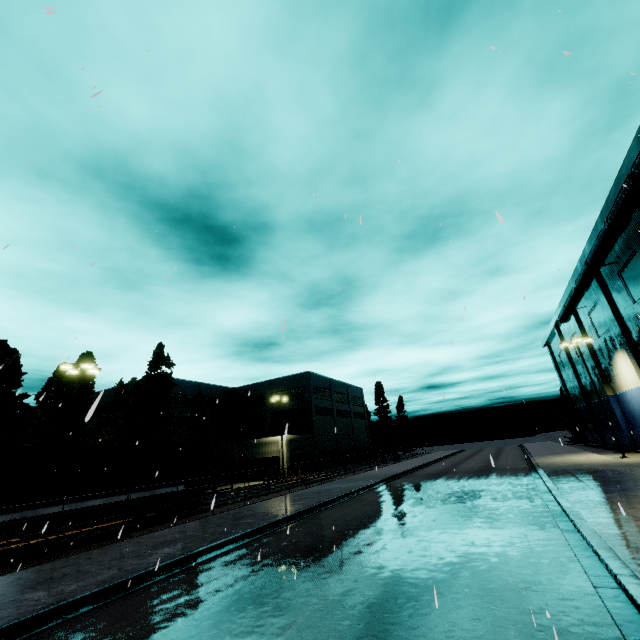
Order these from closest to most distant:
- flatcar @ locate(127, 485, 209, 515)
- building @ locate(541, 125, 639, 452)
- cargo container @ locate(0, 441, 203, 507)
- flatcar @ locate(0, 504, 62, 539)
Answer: flatcar @ locate(0, 504, 62, 539), cargo container @ locate(0, 441, 203, 507), flatcar @ locate(127, 485, 209, 515), building @ locate(541, 125, 639, 452)

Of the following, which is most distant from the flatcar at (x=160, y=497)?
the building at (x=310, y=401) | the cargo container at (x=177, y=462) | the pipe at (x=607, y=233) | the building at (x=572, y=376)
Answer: the pipe at (x=607, y=233)

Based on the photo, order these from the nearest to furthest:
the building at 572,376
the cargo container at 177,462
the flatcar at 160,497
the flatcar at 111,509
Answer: the cargo container at 177,462 < the flatcar at 111,509 < the flatcar at 160,497 < the building at 572,376

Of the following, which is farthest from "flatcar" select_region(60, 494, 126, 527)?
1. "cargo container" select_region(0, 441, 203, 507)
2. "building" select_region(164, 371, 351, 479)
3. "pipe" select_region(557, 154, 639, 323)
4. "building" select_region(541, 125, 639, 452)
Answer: "pipe" select_region(557, 154, 639, 323)

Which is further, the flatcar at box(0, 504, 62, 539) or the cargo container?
the cargo container

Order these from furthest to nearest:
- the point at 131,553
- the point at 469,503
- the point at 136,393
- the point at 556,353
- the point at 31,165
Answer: the point at 556,353 → the point at 136,393 → the point at 469,503 → the point at 131,553 → the point at 31,165

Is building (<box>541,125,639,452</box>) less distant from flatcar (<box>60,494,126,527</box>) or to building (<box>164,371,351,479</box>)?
flatcar (<box>60,494,126,527</box>)

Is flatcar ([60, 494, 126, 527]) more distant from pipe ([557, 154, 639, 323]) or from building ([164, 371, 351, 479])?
pipe ([557, 154, 639, 323])
